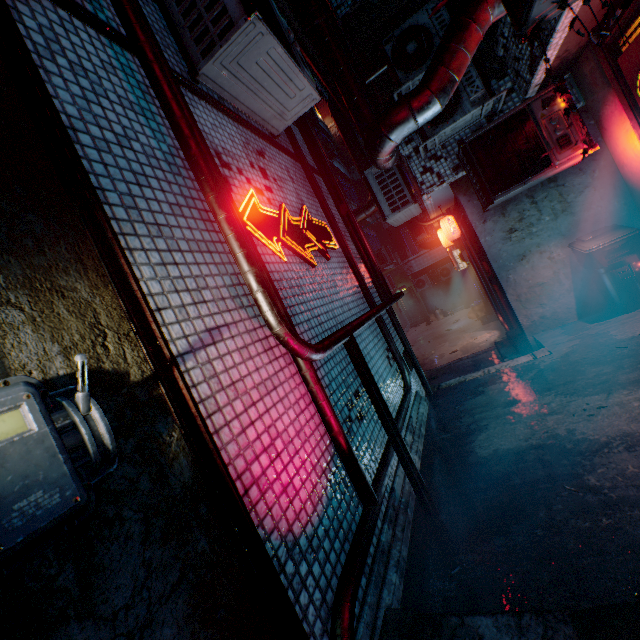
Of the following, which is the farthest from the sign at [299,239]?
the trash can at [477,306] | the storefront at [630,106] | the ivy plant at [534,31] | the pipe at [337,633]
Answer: the trash can at [477,306]

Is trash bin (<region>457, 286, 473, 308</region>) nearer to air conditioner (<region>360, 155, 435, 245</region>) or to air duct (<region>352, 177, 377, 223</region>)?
air duct (<region>352, 177, 377, 223</region>)

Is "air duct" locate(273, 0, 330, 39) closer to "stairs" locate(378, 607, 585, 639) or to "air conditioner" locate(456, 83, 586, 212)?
"stairs" locate(378, 607, 585, 639)

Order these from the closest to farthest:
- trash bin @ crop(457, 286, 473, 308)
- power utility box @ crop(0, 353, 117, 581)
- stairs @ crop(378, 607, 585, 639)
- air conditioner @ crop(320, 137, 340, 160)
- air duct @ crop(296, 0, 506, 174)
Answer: →
power utility box @ crop(0, 353, 117, 581)
stairs @ crop(378, 607, 585, 639)
air duct @ crop(296, 0, 506, 174)
air conditioner @ crop(320, 137, 340, 160)
trash bin @ crop(457, 286, 473, 308)

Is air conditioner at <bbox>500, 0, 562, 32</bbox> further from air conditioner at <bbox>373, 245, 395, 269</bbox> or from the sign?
air conditioner at <bbox>373, 245, 395, 269</bbox>

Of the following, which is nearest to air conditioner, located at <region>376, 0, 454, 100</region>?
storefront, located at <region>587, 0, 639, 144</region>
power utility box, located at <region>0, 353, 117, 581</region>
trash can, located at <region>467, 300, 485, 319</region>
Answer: storefront, located at <region>587, 0, 639, 144</region>

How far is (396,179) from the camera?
5.4m

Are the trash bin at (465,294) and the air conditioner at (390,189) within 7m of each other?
no
